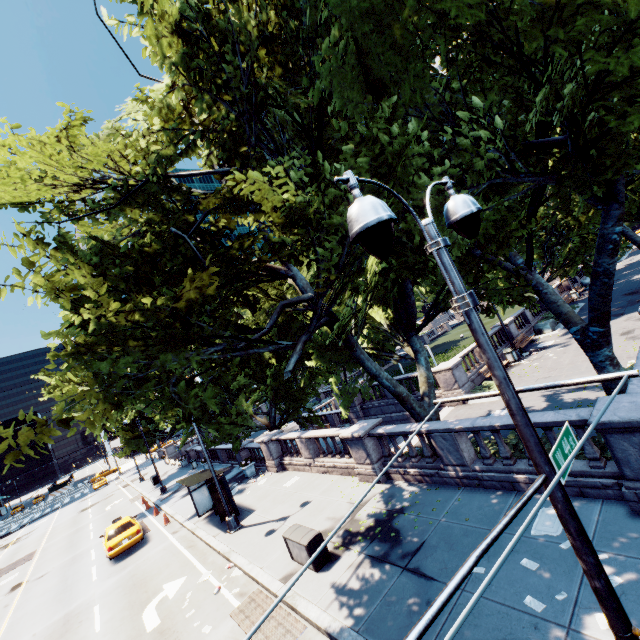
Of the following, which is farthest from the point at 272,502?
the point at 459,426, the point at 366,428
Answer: the point at 459,426

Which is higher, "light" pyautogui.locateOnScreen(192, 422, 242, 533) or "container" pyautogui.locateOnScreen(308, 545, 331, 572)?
"light" pyautogui.locateOnScreen(192, 422, 242, 533)

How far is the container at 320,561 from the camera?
9.55m

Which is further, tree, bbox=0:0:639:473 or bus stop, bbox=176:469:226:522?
bus stop, bbox=176:469:226:522

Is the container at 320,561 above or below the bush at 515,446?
below

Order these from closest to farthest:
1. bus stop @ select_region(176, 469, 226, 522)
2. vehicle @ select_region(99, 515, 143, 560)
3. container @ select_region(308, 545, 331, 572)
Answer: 1. container @ select_region(308, 545, 331, 572)
2. bus stop @ select_region(176, 469, 226, 522)
3. vehicle @ select_region(99, 515, 143, 560)

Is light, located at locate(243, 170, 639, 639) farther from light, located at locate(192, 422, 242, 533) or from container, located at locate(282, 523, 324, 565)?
light, located at locate(192, 422, 242, 533)

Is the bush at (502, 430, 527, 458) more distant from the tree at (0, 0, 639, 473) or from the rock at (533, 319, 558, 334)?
the rock at (533, 319, 558, 334)
